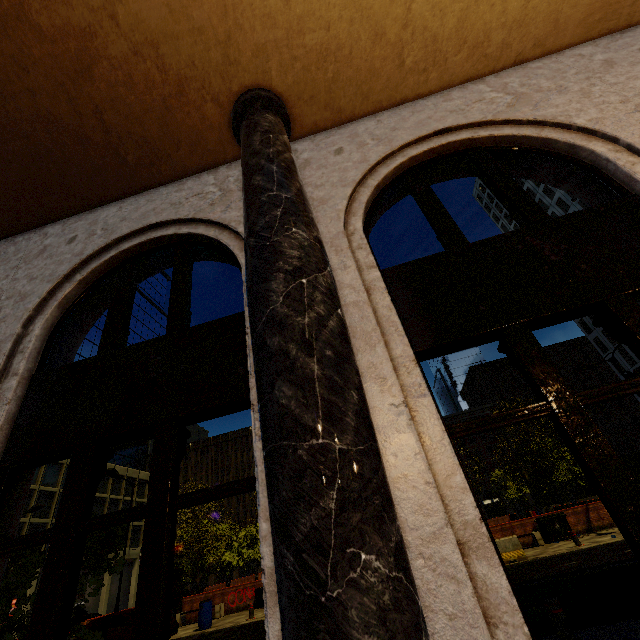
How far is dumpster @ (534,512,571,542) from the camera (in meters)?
16.73

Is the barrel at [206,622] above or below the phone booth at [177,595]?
below

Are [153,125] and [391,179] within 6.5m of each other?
yes

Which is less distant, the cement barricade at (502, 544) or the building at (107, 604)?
the cement barricade at (502, 544)

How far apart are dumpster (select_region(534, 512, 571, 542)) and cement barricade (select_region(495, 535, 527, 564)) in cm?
444

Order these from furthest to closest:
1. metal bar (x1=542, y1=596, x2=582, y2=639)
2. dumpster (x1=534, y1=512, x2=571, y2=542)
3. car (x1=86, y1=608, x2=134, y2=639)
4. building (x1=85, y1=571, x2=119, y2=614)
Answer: building (x1=85, y1=571, x2=119, y2=614) < dumpster (x1=534, y1=512, x2=571, y2=542) < car (x1=86, y1=608, x2=134, y2=639) < metal bar (x1=542, y1=596, x2=582, y2=639)

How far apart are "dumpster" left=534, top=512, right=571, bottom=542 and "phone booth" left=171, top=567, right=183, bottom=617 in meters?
21.1 m

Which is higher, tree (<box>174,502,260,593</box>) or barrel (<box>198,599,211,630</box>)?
tree (<box>174,502,260,593</box>)
